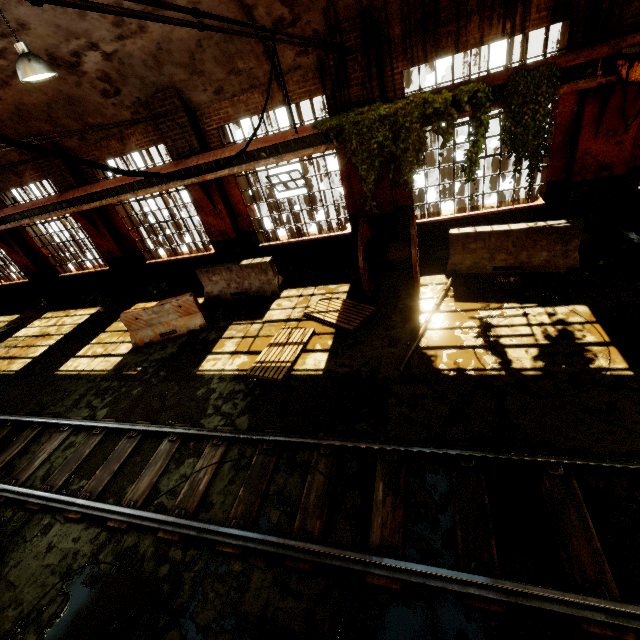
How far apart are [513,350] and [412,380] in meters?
1.9 m

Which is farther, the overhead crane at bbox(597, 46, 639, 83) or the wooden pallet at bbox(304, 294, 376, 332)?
the wooden pallet at bbox(304, 294, 376, 332)

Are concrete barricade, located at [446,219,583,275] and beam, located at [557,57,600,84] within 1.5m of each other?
no

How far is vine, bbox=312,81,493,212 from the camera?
6.7m

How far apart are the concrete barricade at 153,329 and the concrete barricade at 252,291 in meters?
0.8 m

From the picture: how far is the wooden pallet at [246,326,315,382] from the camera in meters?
6.7

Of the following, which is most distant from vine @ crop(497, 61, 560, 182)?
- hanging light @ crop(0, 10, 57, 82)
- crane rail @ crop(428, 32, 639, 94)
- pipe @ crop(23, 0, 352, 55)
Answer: hanging light @ crop(0, 10, 57, 82)

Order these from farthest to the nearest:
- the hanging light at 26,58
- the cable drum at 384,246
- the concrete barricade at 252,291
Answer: the concrete barricade at 252,291 → the cable drum at 384,246 → the hanging light at 26,58
